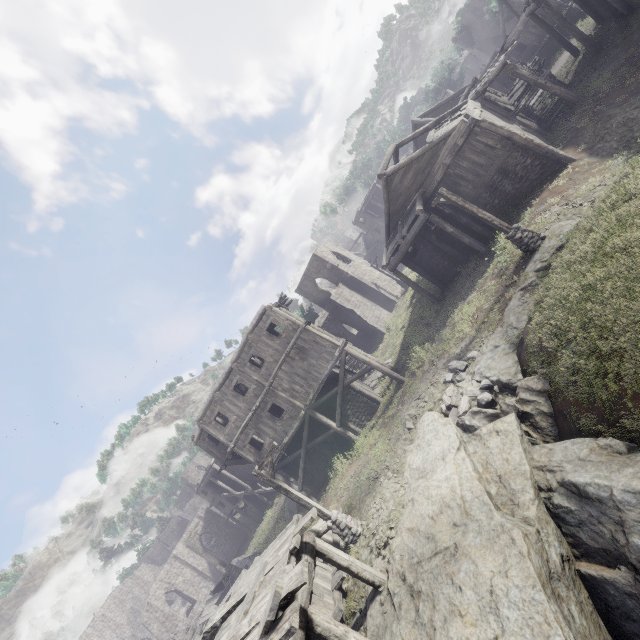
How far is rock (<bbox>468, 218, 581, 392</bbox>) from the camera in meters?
11.6 m

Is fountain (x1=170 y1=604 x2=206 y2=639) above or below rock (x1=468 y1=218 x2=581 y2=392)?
above

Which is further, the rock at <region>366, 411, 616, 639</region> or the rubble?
the rubble

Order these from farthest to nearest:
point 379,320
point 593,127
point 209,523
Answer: point 209,523 → point 379,320 → point 593,127

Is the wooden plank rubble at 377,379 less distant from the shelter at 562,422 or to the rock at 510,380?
the rock at 510,380

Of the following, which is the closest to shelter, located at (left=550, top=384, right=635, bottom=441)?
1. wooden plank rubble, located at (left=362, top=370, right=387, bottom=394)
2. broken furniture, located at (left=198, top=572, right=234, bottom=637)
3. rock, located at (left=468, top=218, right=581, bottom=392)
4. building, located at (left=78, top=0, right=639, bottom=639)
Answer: rock, located at (left=468, top=218, right=581, bottom=392)

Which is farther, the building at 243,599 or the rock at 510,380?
the rock at 510,380

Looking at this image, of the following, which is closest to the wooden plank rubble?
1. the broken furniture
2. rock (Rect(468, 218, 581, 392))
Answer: rock (Rect(468, 218, 581, 392))
